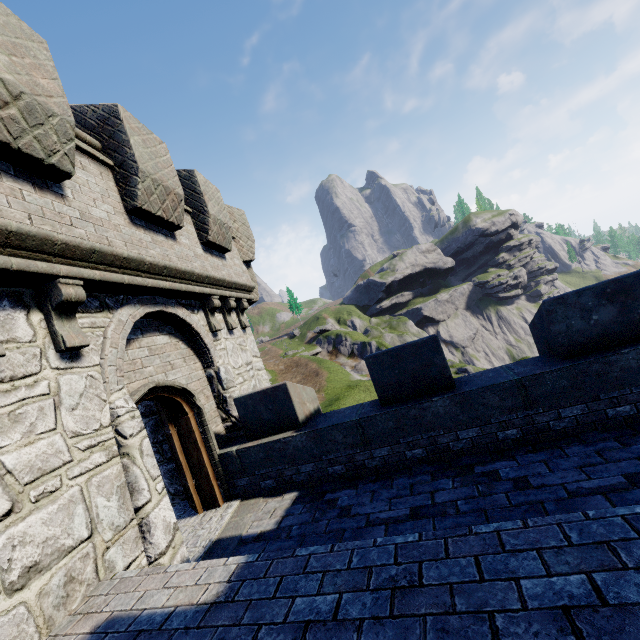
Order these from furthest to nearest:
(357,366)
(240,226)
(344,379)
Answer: (357,366)
(344,379)
(240,226)
